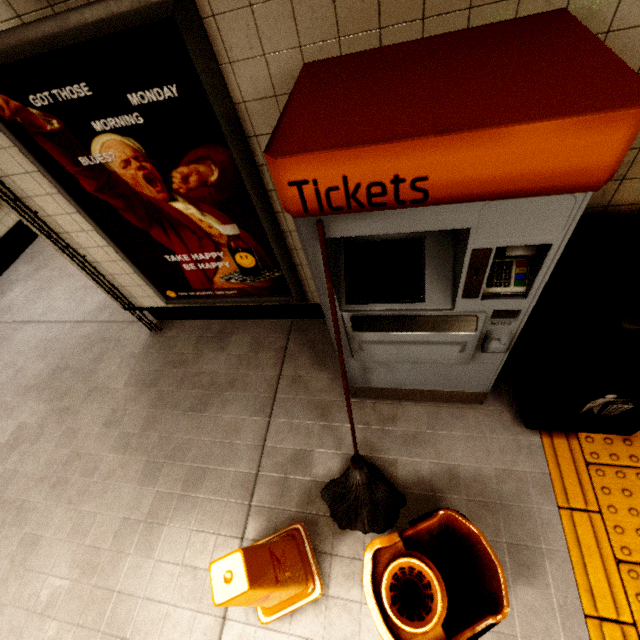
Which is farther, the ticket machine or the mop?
the mop

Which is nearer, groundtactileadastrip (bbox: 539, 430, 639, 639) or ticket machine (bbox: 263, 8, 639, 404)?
ticket machine (bbox: 263, 8, 639, 404)

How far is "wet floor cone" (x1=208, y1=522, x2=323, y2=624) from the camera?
1.3 meters

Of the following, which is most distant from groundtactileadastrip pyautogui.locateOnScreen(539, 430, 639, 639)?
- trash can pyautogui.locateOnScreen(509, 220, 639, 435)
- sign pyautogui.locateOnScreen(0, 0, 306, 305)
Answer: sign pyautogui.locateOnScreen(0, 0, 306, 305)

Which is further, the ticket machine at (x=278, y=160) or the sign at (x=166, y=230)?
the sign at (x=166, y=230)

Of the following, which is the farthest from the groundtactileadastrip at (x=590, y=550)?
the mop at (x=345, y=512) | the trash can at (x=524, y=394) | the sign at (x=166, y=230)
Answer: the sign at (x=166, y=230)

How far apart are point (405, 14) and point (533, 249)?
0.9 meters

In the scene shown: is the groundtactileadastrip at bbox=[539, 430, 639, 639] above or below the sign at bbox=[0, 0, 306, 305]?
below
